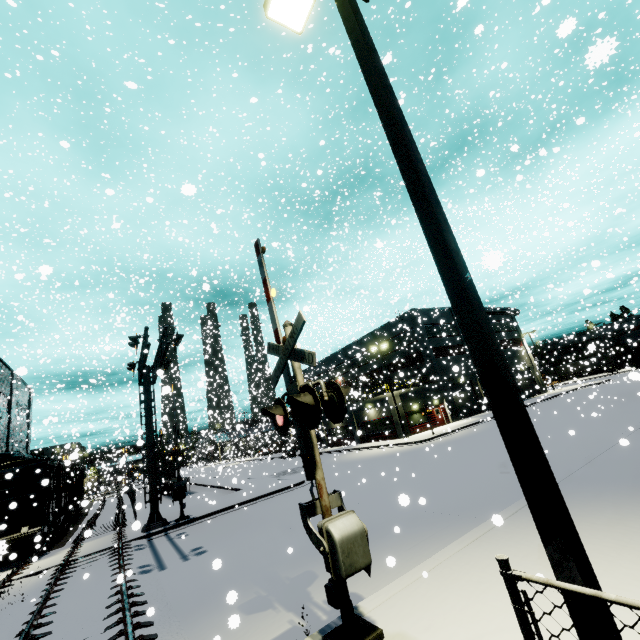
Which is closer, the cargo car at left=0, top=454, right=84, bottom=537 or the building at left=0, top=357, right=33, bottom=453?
the cargo car at left=0, top=454, right=84, bottom=537

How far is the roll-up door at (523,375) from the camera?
30.3m

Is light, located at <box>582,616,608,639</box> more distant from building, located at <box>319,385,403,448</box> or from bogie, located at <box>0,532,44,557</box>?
bogie, located at <box>0,532,44,557</box>

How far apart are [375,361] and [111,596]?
42.6m

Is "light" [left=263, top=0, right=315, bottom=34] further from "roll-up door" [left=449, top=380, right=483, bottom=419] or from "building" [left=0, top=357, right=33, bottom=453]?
"roll-up door" [left=449, top=380, right=483, bottom=419]

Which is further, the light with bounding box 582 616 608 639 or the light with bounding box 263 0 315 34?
the light with bounding box 263 0 315 34

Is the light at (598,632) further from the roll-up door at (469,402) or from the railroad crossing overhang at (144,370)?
the roll-up door at (469,402)

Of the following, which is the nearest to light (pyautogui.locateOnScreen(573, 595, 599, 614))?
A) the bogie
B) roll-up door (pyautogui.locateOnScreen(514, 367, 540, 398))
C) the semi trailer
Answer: the bogie
